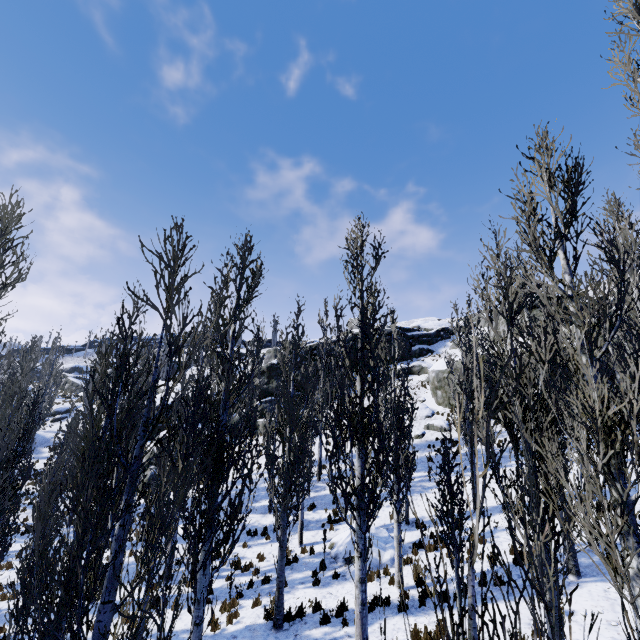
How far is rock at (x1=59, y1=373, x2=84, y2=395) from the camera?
56.19m

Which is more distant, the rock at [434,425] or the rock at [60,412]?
the rock at [60,412]

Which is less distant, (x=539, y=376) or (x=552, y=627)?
(x=552, y=627)

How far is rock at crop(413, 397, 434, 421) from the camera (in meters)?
27.53

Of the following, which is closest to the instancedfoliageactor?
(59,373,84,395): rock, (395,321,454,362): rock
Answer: (395,321,454,362): rock

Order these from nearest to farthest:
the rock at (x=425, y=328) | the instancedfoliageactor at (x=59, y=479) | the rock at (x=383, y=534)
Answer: the instancedfoliageactor at (x=59, y=479) → the rock at (x=383, y=534) → the rock at (x=425, y=328)

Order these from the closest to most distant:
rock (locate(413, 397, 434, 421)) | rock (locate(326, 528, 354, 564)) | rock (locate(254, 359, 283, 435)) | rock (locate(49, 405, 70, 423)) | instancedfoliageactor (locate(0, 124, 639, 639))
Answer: instancedfoliageactor (locate(0, 124, 639, 639)) → rock (locate(326, 528, 354, 564)) → rock (locate(413, 397, 434, 421)) → rock (locate(254, 359, 283, 435)) → rock (locate(49, 405, 70, 423))
